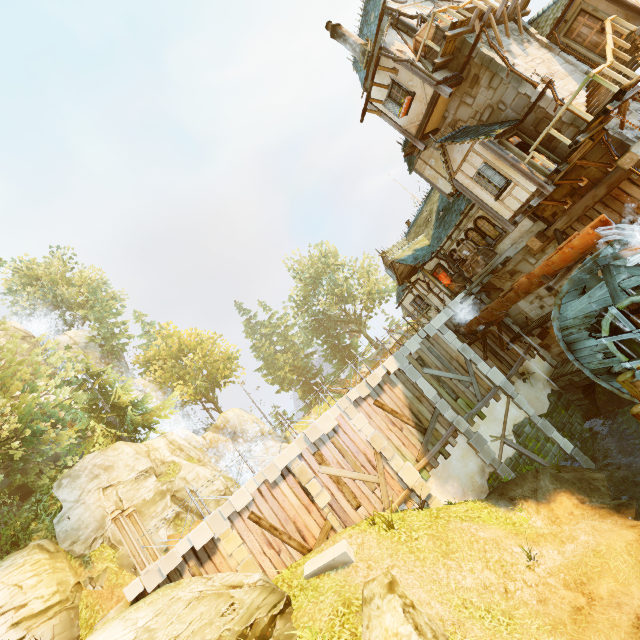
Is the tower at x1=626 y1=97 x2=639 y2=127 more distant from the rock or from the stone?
the stone

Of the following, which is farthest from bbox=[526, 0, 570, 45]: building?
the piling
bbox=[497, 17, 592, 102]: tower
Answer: the piling

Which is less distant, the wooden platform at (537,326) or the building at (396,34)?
the building at (396,34)

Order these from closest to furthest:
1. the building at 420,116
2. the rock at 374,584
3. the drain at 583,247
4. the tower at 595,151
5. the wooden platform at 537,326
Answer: the rock at 374,584 < the drain at 583,247 < the tower at 595,151 < the building at 420,116 < the wooden platform at 537,326

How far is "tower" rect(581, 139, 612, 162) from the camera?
11.1m

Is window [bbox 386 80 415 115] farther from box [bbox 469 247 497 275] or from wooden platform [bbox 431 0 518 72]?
box [bbox 469 247 497 275]

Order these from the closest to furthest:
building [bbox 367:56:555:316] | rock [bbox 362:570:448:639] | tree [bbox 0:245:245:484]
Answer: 1. rock [bbox 362:570:448:639]
2. building [bbox 367:56:555:316]
3. tree [bbox 0:245:245:484]

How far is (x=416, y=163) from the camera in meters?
17.5 m
